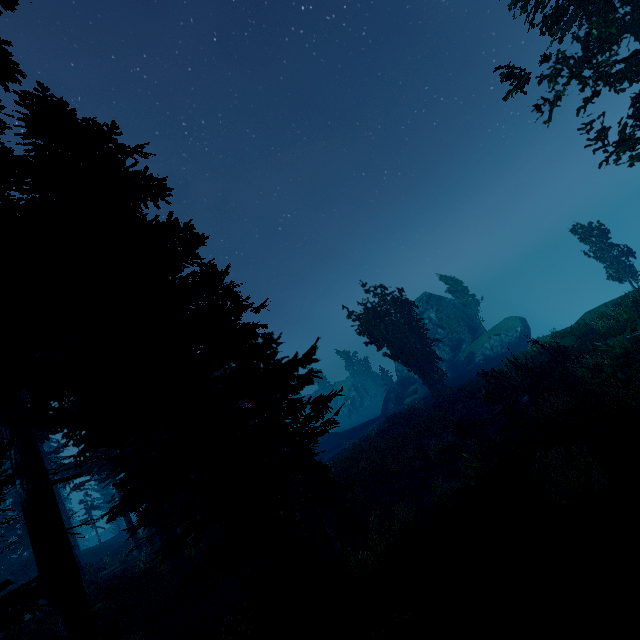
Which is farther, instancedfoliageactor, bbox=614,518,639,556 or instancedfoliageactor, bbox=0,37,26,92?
instancedfoliageactor, bbox=614,518,639,556

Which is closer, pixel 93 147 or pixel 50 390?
pixel 50 390

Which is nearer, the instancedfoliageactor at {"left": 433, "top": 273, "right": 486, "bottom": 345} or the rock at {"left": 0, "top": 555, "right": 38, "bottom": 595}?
the rock at {"left": 0, "top": 555, "right": 38, "bottom": 595}

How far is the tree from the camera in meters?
16.9 m

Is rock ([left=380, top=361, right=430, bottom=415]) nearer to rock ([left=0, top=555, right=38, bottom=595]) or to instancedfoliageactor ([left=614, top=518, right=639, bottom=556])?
instancedfoliageactor ([left=614, top=518, right=639, bottom=556])

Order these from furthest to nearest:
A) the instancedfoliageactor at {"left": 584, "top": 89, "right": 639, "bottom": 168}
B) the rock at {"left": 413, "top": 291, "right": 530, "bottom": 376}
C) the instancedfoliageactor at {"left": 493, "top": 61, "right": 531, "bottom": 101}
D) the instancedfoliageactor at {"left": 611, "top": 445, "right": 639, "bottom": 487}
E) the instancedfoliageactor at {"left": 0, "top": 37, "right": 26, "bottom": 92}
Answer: the rock at {"left": 413, "top": 291, "right": 530, "bottom": 376} → the instancedfoliageactor at {"left": 493, "top": 61, "right": 531, "bottom": 101} → the instancedfoliageactor at {"left": 584, "top": 89, "right": 639, "bottom": 168} → the instancedfoliageactor at {"left": 611, "top": 445, "right": 639, "bottom": 487} → the instancedfoliageactor at {"left": 0, "top": 37, "right": 26, "bottom": 92}

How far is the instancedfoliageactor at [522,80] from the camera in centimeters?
1723cm

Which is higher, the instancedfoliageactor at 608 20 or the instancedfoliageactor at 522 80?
the instancedfoliageactor at 522 80
